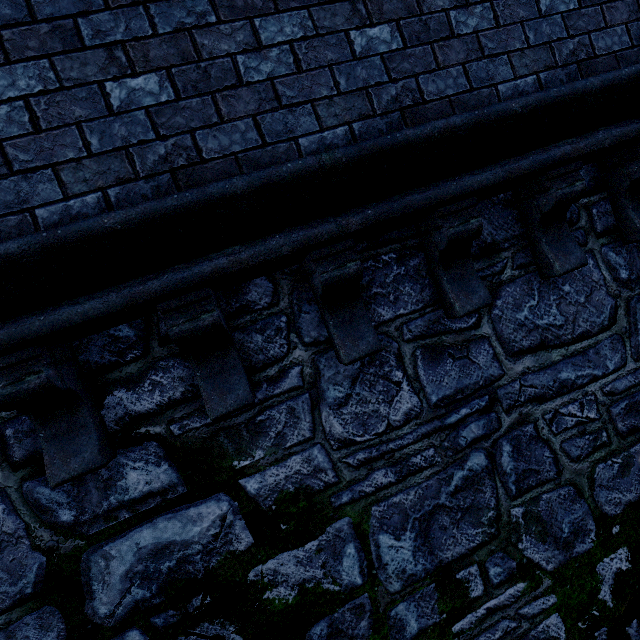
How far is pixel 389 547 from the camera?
2.6 meters
